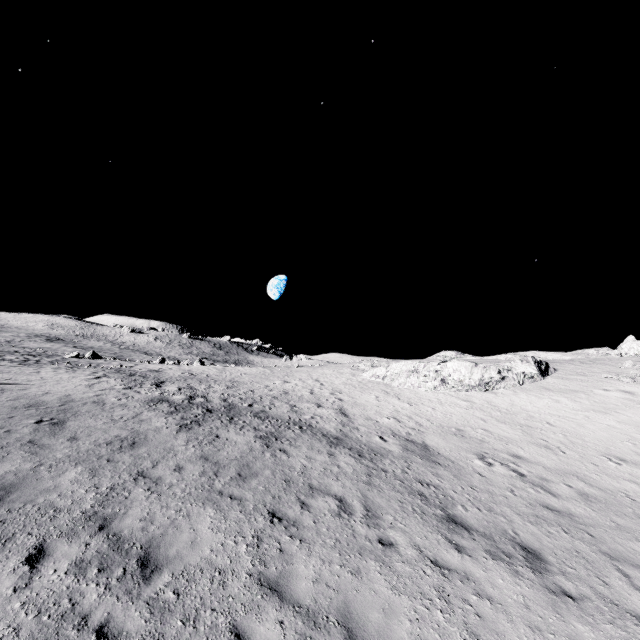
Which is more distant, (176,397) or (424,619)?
(176,397)
